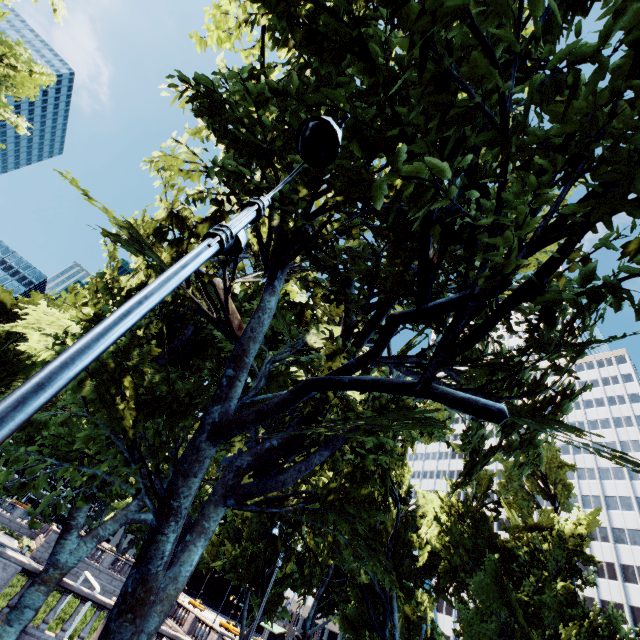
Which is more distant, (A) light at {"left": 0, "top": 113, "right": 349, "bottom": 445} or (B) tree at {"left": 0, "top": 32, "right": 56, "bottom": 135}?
Result: (B) tree at {"left": 0, "top": 32, "right": 56, "bottom": 135}

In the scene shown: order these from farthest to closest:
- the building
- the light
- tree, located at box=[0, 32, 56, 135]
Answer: the building → tree, located at box=[0, 32, 56, 135] → the light

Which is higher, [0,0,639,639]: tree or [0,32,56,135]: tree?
[0,32,56,135]: tree

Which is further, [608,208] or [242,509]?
[242,509]

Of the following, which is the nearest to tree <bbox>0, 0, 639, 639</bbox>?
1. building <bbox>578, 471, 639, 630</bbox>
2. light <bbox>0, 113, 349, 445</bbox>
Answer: building <bbox>578, 471, 639, 630</bbox>

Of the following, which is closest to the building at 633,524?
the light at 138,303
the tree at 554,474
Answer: the tree at 554,474

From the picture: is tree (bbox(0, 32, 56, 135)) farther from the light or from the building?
the light

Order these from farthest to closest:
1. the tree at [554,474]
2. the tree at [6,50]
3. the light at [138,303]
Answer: the tree at [6,50]
the tree at [554,474]
the light at [138,303]
